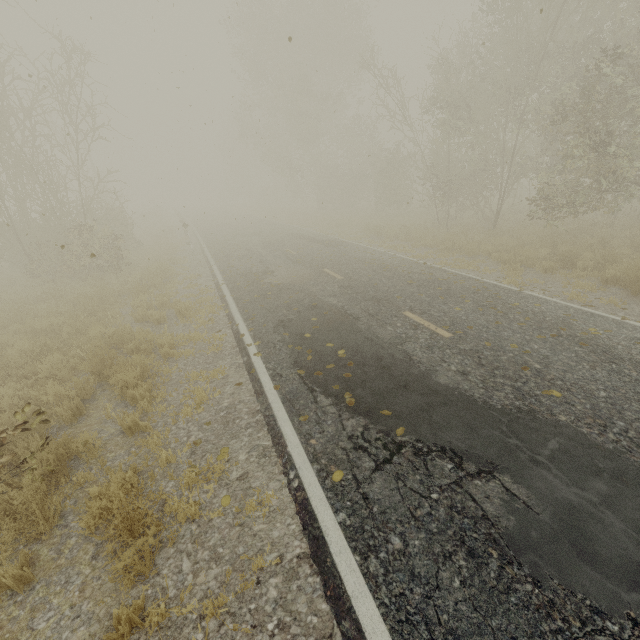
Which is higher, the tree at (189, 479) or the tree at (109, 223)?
the tree at (109, 223)

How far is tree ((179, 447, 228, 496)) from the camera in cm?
391

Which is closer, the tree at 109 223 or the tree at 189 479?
the tree at 189 479

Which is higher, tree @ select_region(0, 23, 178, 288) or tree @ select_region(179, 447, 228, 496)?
tree @ select_region(0, 23, 178, 288)

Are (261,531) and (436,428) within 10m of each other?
yes

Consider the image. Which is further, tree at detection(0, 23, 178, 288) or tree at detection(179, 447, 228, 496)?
tree at detection(0, 23, 178, 288)
